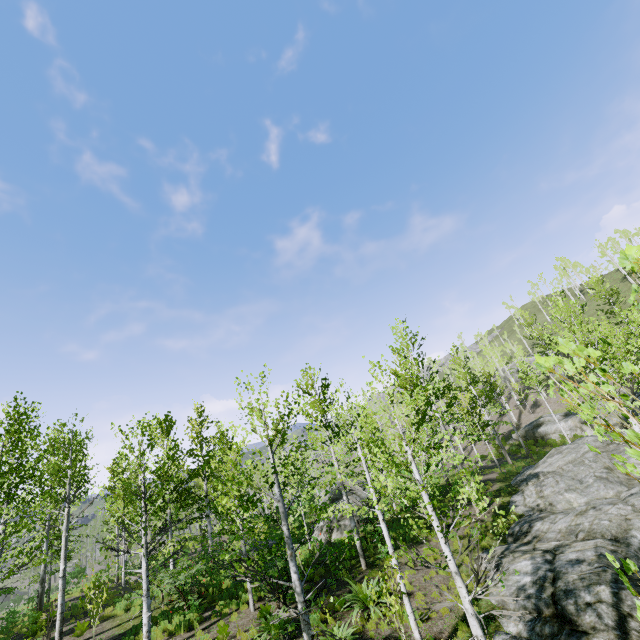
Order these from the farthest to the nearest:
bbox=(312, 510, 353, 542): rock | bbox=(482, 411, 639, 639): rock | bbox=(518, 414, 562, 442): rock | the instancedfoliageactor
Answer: bbox=(518, 414, 562, 442): rock
bbox=(312, 510, 353, 542): rock
bbox=(482, 411, 639, 639): rock
the instancedfoliageactor

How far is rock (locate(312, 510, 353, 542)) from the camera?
19.0 meters

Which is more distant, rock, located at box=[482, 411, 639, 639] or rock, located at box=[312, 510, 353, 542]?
rock, located at box=[312, 510, 353, 542]

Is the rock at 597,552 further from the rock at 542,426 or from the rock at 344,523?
the rock at 344,523

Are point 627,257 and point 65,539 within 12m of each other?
no

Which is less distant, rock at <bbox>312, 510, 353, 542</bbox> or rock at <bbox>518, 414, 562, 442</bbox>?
rock at <bbox>312, 510, 353, 542</bbox>

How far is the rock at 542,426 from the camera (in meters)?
32.19

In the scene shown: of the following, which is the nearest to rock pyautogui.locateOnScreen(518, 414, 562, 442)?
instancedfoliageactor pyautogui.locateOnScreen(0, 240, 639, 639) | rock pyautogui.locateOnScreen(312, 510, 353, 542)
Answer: instancedfoliageactor pyautogui.locateOnScreen(0, 240, 639, 639)
